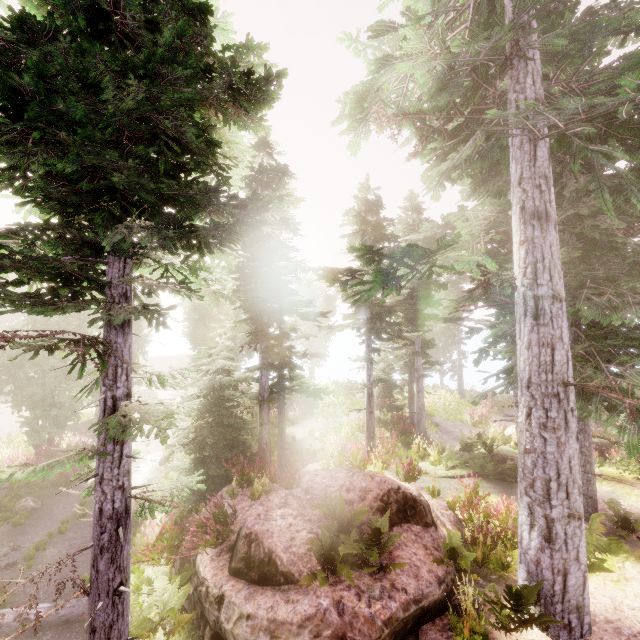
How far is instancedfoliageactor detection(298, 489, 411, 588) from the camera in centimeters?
630cm

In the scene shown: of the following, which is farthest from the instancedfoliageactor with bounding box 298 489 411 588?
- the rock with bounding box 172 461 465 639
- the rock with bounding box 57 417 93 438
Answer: the rock with bounding box 57 417 93 438

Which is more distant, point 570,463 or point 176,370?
point 570,463

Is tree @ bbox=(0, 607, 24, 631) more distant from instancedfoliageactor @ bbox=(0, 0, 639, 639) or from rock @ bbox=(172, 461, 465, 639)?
rock @ bbox=(172, 461, 465, 639)

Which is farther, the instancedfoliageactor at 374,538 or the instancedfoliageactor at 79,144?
the instancedfoliageactor at 374,538

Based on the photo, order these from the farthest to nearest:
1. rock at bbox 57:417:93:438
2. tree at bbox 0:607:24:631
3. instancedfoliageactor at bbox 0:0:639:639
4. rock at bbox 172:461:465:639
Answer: rock at bbox 57:417:93:438
tree at bbox 0:607:24:631
rock at bbox 172:461:465:639
instancedfoliageactor at bbox 0:0:639:639

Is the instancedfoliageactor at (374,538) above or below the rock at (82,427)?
above
